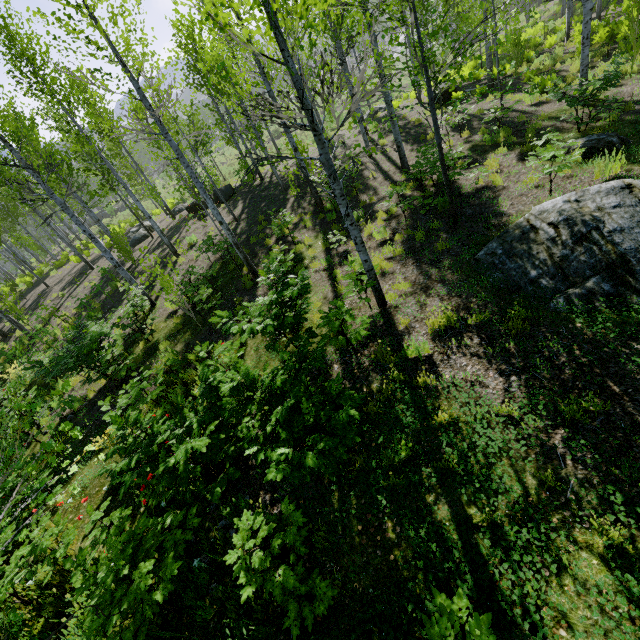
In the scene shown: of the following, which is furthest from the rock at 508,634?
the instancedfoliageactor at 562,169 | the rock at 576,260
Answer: the instancedfoliageactor at 562,169

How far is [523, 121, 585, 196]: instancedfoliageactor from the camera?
6.4m

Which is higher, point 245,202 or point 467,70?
point 467,70

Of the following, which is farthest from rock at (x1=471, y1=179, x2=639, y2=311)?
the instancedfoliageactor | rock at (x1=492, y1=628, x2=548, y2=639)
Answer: rock at (x1=492, y1=628, x2=548, y2=639)

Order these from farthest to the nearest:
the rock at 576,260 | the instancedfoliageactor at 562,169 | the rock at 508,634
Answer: the instancedfoliageactor at 562,169 → the rock at 576,260 → the rock at 508,634

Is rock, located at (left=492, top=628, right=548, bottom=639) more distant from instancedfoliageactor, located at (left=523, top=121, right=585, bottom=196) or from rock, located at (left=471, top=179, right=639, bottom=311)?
instancedfoliageactor, located at (left=523, top=121, right=585, bottom=196)

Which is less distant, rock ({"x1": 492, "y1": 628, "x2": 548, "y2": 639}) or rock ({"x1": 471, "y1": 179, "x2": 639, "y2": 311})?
rock ({"x1": 492, "y1": 628, "x2": 548, "y2": 639})

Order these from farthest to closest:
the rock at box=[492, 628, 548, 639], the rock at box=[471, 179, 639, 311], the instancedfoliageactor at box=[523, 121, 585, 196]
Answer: the instancedfoliageactor at box=[523, 121, 585, 196] < the rock at box=[471, 179, 639, 311] < the rock at box=[492, 628, 548, 639]
